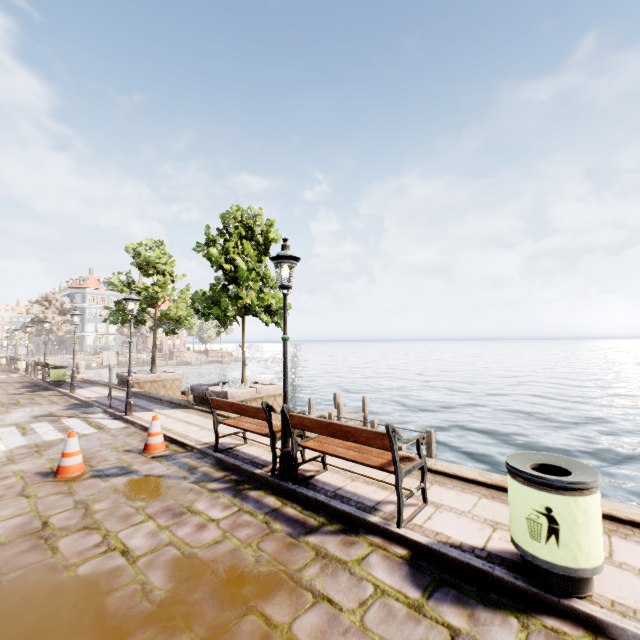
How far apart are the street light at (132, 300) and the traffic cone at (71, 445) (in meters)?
3.96

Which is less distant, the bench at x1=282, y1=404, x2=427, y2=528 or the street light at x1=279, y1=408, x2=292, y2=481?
the bench at x1=282, y1=404, x2=427, y2=528

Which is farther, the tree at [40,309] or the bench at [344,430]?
the tree at [40,309]

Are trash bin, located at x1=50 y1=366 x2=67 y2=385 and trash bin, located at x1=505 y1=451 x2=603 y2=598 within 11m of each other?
no

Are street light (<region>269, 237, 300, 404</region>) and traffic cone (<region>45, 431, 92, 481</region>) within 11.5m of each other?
yes

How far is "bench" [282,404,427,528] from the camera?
3.74m

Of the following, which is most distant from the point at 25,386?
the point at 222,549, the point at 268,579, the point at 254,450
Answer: the point at 268,579

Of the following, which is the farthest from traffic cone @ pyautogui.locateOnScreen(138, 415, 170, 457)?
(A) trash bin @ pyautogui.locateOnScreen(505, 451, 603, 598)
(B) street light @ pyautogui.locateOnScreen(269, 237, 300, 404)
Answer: (A) trash bin @ pyautogui.locateOnScreen(505, 451, 603, 598)
